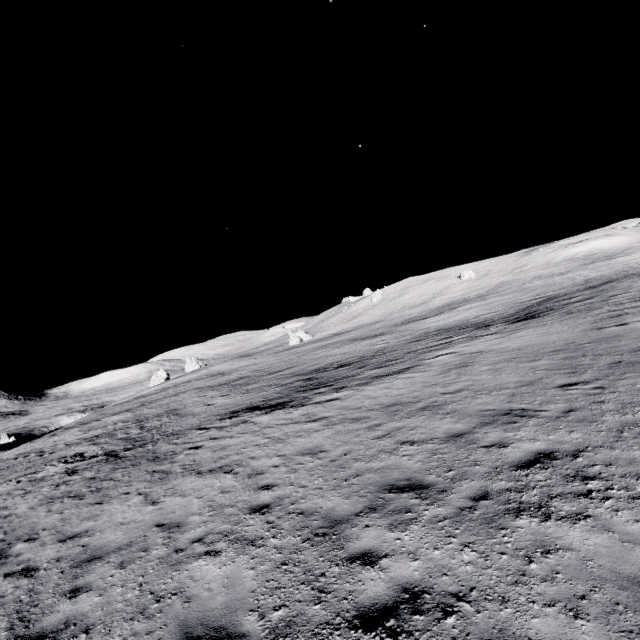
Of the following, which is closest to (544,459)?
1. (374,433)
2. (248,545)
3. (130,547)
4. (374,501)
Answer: (374,501)
